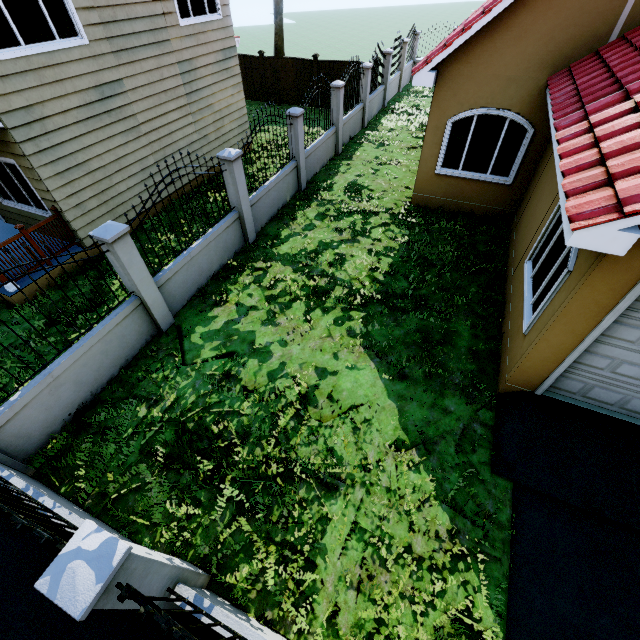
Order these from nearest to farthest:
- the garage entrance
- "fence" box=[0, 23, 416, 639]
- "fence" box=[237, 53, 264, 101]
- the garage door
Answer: "fence" box=[0, 23, 416, 639]
the garage door
the garage entrance
"fence" box=[237, 53, 264, 101]

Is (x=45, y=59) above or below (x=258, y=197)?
above

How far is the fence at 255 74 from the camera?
16.9m

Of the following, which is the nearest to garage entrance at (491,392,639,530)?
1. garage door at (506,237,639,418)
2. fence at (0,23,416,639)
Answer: garage door at (506,237,639,418)

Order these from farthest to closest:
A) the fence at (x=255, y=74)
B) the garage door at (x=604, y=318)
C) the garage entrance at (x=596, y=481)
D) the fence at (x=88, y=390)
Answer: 1. the fence at (x=255, y=74)
2. the garage entrance at (x=596, y=481)
3. the garage door at (x=604, y=318)
4. the fence at (x=88, y=390)

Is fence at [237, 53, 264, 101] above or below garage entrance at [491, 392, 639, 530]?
above

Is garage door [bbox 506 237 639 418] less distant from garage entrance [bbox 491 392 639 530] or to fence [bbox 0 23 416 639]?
garage entrance [bbox 491 392 639 530]
